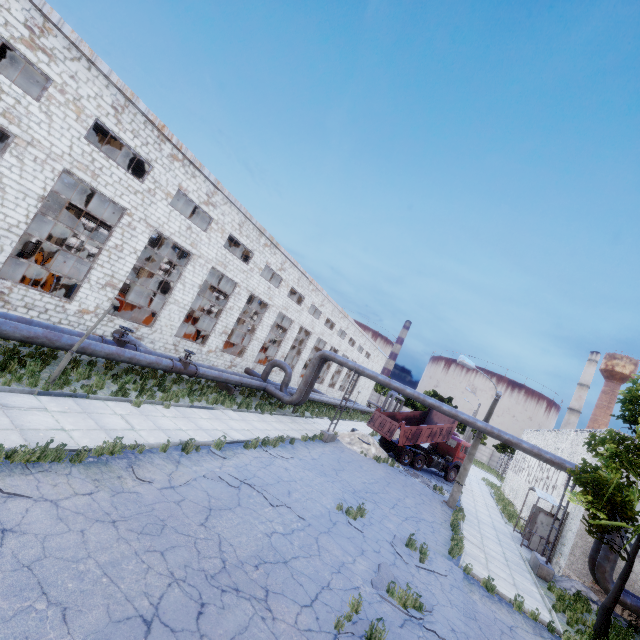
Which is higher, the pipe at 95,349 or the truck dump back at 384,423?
the truck dump back at 384,423

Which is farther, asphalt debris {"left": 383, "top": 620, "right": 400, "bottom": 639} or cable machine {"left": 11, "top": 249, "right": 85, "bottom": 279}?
cable machine {"left": 11, "top": 249, "right": 85, "bottom": 279}

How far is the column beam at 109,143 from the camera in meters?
19.2 m

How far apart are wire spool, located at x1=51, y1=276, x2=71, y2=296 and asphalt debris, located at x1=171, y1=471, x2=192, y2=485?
16.6 meters

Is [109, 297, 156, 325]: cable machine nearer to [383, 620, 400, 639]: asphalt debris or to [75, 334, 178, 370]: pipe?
[75, 334, 178, 370]: pipe

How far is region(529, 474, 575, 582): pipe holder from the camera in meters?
14.5

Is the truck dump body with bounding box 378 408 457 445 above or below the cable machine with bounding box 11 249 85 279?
above

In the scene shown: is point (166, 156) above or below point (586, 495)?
above
